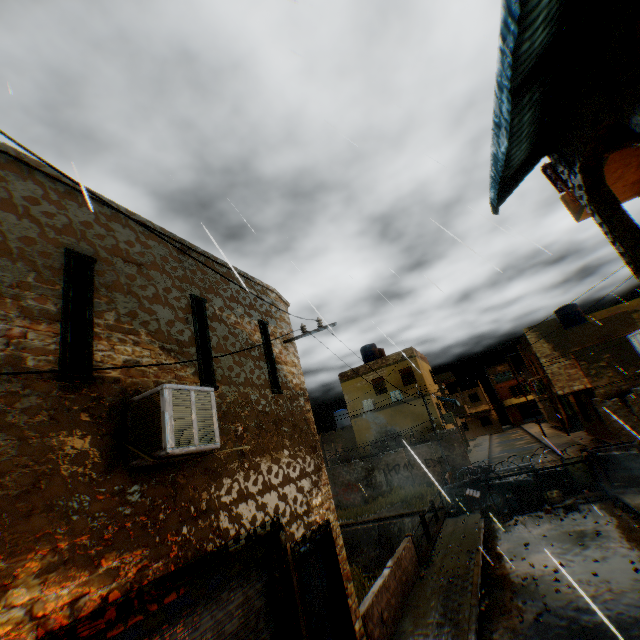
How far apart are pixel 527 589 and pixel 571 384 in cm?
1785

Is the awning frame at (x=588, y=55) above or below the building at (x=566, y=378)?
above

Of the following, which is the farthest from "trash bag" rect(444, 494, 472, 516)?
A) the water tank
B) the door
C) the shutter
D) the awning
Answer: the water tank

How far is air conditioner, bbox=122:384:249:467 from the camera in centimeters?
367cm

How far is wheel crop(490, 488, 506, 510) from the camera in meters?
14.2 m

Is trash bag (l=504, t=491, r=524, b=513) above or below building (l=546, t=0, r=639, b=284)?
below

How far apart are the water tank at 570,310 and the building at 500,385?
33.52m

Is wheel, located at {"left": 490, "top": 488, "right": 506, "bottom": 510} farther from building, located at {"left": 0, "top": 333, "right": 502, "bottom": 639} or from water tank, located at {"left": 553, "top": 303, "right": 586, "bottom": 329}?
water tank, located at {"left": 553, "top": 303, "right": 586, "bottom": 329}
